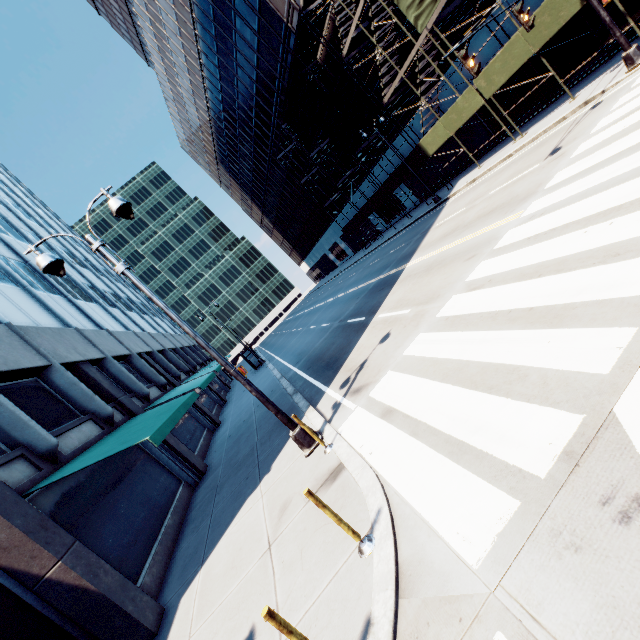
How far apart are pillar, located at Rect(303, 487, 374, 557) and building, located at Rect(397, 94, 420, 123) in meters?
28.0 m

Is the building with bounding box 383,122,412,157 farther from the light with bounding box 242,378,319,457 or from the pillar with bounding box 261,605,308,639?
the pillar with bounding box 261,605,308,639

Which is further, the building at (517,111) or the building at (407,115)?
the building at (407,115)

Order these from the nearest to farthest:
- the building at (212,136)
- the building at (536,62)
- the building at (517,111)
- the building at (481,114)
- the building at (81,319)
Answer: the building at (81,319)
the building at (536,62)
the building at (517,111)
the building at (481,114)
the building at (212,136)

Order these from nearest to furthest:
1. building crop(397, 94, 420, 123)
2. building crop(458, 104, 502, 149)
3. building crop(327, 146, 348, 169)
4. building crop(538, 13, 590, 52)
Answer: building crop(538, 13, 590, 52)
building crop(458, 104, 502, 149)
building crop(397, 94, 420, 123)
building crop(327, 146, 348, 169)

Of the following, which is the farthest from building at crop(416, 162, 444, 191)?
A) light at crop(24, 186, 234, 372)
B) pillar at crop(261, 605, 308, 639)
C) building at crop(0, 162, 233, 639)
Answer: building at crop(0, 162, 233, 639)

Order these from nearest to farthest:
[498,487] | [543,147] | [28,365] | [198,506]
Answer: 1. [498,487]
2. [28,365]
3. [198,506]
4. [543,147]

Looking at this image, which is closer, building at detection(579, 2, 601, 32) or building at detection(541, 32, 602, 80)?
building at detection(579, 2, 601, 32)
